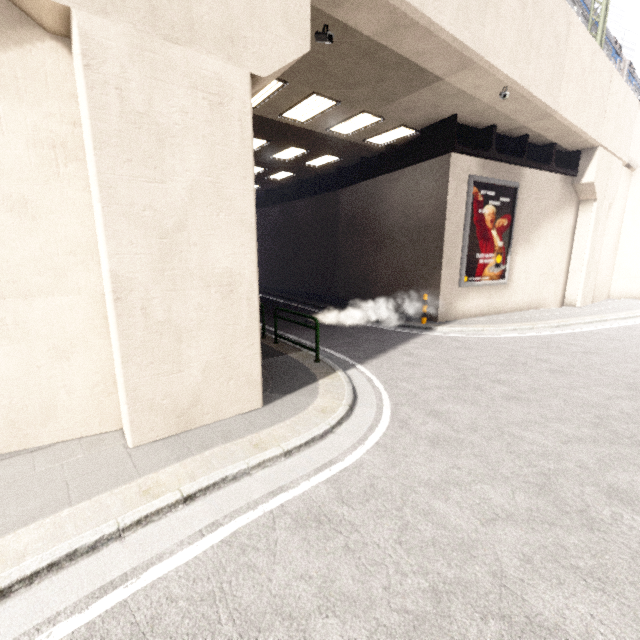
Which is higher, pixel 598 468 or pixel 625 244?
pixel 625 244

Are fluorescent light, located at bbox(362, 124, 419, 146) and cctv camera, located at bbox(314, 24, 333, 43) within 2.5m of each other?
no

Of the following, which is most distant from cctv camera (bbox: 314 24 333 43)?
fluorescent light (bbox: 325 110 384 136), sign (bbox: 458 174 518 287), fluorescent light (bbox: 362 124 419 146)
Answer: sign (bbox: 458 174 518 287)

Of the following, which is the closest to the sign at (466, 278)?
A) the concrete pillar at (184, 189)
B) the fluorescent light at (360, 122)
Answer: the fluorescent light at (360, 122)

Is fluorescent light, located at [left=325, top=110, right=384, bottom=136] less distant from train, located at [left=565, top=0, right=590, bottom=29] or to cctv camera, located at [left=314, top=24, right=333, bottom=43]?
train, located at [left=565, top=0, right=590, bottom=29]

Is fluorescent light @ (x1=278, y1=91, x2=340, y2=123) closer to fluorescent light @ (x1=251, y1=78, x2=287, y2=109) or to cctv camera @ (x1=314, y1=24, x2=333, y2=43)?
fluorescent light @ (x1=251, y1=78, x2=287, y2=109)

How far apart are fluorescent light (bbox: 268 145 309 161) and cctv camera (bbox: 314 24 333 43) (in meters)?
7.15

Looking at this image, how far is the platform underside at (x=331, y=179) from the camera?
11.09m
